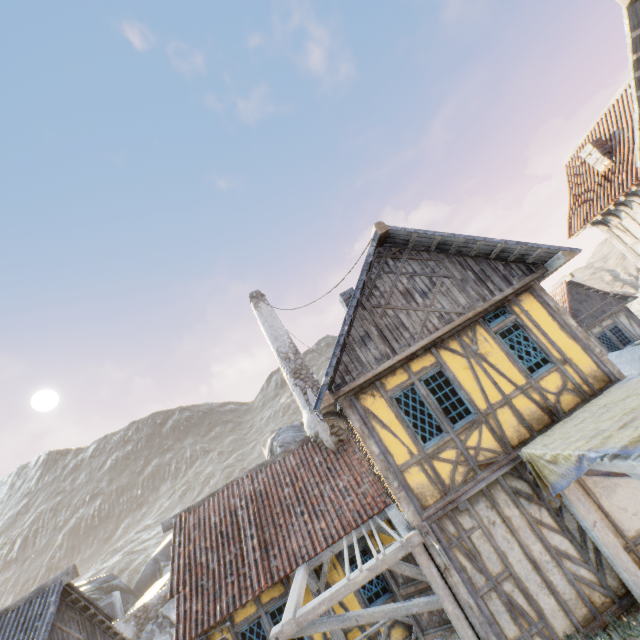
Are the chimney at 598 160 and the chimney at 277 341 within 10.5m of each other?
no

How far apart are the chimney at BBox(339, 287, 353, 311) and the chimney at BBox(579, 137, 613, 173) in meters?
10.4

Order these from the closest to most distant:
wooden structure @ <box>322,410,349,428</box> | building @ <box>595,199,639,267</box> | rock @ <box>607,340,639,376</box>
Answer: wooden structure @ <box>322,410,349,428</box>, building @ <box>595,199,639,267</box>, rock @ <box>607,340,639,376</box>

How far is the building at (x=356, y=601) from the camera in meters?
8.5

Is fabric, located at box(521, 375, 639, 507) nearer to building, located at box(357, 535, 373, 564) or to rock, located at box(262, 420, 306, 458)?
building, located at box(357, 535, 373, 564)

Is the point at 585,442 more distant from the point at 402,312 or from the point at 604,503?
the point at 402,312

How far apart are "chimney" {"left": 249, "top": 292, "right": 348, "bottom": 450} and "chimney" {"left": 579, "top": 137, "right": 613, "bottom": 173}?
13.1m

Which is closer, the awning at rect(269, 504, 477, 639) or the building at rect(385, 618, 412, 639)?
the awning at rect(269, 504, 477, 639)
